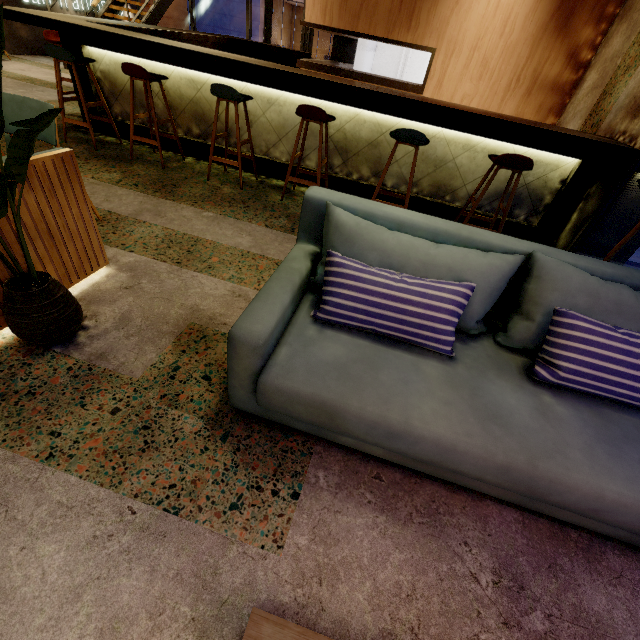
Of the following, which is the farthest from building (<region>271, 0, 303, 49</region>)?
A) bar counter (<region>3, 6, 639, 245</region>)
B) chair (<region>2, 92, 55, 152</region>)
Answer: chair (<region>2, 92, 55, 152</region>)

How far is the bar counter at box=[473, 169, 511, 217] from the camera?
3.69m

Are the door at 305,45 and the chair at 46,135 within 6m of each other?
no

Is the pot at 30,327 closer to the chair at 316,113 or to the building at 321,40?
the chair at 316,113

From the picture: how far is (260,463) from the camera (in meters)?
1.47

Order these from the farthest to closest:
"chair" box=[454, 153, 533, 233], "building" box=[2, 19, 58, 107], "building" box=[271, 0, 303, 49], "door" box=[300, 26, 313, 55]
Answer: "building" box=[271, 0, 303, 49] < "door" box=[300, 26, 313, 55] < "building" box=[2, 19, 58, 107] < "chair" box=[454, 153, 533, 233]

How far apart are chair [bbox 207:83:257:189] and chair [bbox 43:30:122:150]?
1.5m

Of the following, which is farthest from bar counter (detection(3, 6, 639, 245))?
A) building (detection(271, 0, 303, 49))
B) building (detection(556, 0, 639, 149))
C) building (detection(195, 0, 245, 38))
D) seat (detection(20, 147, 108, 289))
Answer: building (detection(271, 0, 303, 49))
